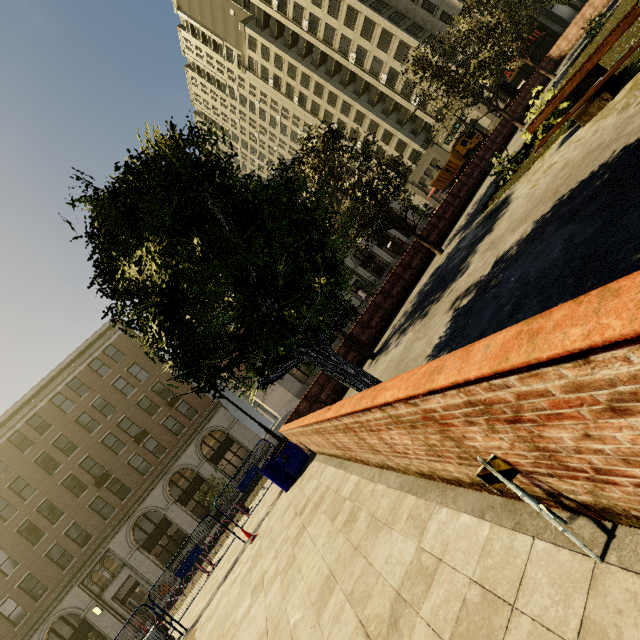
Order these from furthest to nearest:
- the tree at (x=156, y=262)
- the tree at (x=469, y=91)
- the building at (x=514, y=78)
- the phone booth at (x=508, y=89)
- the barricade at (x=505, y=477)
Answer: the building at (x=514, y=78) < the phone booth at (x=508, y=89) < the tree at (x=469, y=91) < the tree at (x=156, y=262) < the barricade at (x=505, y=477)

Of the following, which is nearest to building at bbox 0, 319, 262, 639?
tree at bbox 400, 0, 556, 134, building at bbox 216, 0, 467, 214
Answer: building at bbox 216, 0, 467, 214

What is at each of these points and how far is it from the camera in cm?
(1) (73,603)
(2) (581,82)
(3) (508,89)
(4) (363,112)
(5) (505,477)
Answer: (1) building, 2433
(2) bench, 731
(3) phone booth, 2338
(4) building, 5528
(5) barricade, 198

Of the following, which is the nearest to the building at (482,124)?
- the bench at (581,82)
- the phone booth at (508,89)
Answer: the phone booth at (508,89)

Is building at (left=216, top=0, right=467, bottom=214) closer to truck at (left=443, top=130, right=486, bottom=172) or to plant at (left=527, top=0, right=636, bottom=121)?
truck at (left=443, top=130, right=486, bottom=172)

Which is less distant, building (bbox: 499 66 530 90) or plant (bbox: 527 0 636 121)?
plant (bbox: 527 0 636 121)

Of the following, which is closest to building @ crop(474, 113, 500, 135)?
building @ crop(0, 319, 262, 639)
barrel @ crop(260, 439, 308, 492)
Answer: building @ crop(0, 319, 262, 639)

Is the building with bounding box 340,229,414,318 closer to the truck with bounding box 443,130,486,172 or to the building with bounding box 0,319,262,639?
the building with bounding box 0,319,262,639
